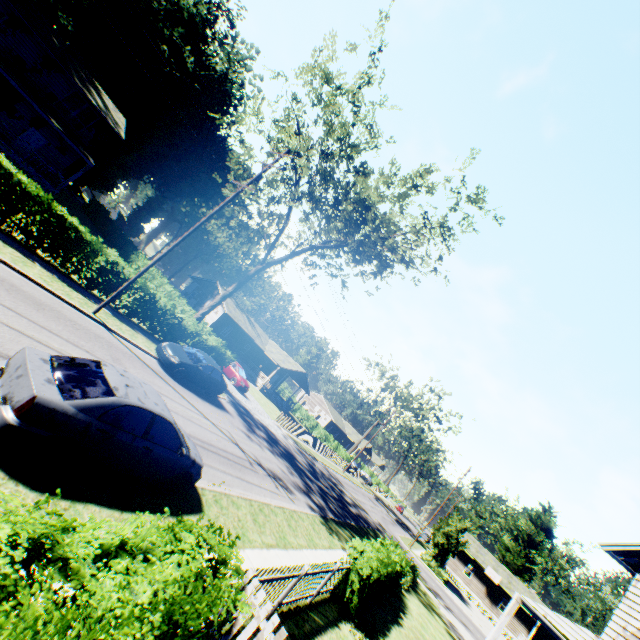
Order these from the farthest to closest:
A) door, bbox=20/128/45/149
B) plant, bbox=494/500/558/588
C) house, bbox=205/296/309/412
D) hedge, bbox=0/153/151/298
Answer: plant, bbox=494/500/558/588 < house, bbox=205/296/309/412 < door, bbox=20/128/45/149 < hedge, bbox=0/153/151/298

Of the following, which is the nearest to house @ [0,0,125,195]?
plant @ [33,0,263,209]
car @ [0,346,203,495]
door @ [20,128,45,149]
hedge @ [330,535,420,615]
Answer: door @ [20,128,45,149]

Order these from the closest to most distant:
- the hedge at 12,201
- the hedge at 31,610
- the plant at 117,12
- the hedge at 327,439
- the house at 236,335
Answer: the hedge at 31,610 < the hedge at 12,201 < the plant at 117,12 < the house at 236,335 < the hedge at 327,439

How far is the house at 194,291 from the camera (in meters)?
43.75

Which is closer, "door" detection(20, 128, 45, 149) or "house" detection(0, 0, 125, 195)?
"house" detection(0, 0, 125, 195)

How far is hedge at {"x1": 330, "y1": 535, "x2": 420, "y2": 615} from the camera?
10.1 meters

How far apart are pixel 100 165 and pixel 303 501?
47.94m

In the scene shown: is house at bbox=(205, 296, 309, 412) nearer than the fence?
No
